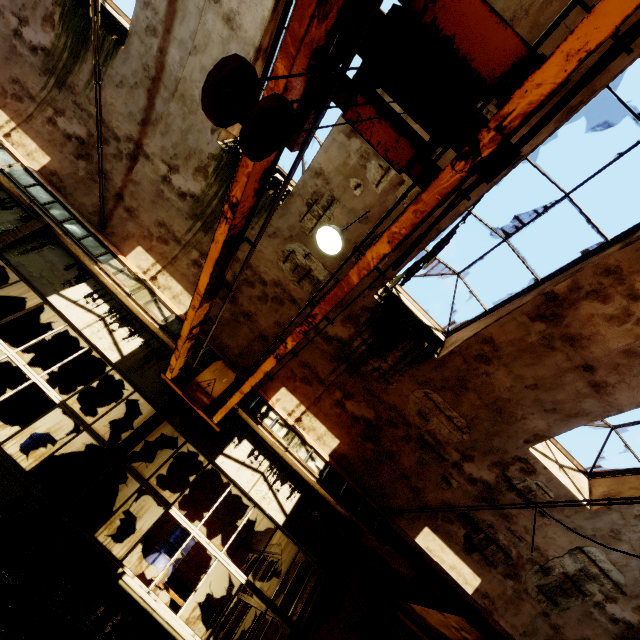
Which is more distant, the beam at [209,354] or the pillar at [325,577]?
the beam at [209,354]

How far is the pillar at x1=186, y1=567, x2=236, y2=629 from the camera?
9.07m

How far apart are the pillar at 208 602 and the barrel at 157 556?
2.62m

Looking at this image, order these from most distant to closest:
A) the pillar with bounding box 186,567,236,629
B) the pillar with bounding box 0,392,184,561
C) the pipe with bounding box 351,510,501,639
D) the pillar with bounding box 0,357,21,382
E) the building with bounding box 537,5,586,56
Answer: the pillar with bounding box 0,357,21,382, the pillar with bounding box 186,567,236,629, the pipe with bounding box 351,510,501,639, the pillar with bounding box 0,392,184,561, the building with bounding box 537,5,586,56

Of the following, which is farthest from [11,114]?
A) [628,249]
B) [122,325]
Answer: [628,249]

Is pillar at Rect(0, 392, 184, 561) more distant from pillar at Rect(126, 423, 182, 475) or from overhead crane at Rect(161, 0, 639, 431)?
pillar at Rect(126, 423, 182, 475)

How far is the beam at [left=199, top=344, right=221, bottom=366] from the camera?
7.5 meters

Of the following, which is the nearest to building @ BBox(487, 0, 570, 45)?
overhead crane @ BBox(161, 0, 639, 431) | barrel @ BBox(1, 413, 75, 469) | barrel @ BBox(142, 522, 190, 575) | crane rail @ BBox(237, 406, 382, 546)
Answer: overhead crane @ BBox(161, 0, 639, 431)
